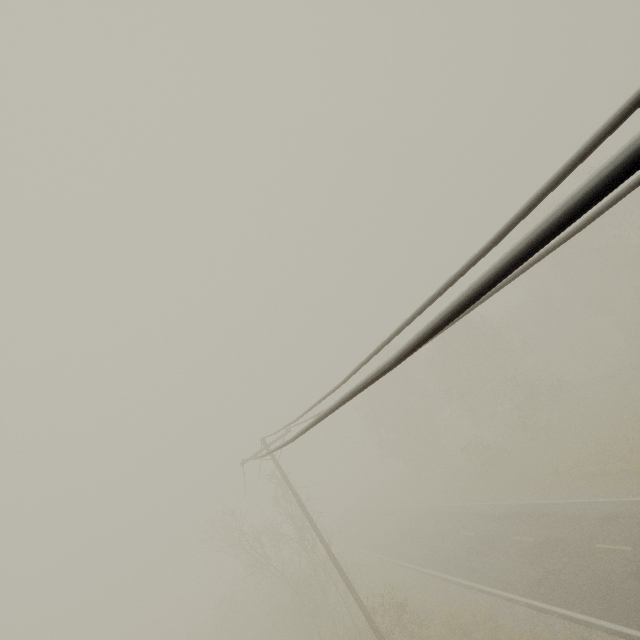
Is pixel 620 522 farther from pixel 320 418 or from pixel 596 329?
pixel 596 329
